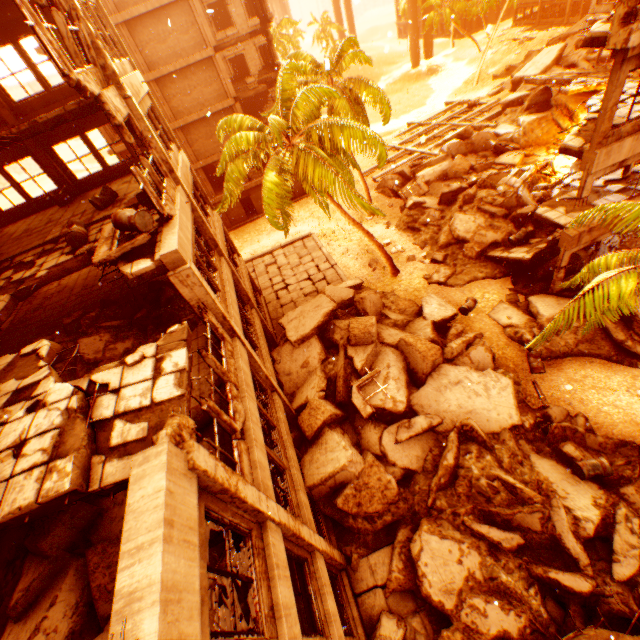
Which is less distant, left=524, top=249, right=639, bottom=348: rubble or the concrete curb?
left=524, top=249, right=639, bottom=348: rubble

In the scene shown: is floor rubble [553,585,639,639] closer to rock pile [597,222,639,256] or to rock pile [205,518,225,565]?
rock pile [597,222,639,256]

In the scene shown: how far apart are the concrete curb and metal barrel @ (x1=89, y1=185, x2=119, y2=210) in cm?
1797

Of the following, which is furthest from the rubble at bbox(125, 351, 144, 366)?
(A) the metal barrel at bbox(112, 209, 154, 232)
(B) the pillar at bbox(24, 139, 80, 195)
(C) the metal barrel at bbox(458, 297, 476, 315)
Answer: (C) the metal barrel at bbox(458, 297, 476, 315)

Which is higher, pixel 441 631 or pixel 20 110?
pixel 20 110

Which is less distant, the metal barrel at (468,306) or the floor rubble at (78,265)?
the floor rubble at (78,265)

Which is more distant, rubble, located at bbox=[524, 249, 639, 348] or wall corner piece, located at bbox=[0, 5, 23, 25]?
wall corner piece, located at bbox=[0, 5, 23, 25]

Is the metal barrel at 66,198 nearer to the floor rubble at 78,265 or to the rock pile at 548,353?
the floor rubble at 78,265
